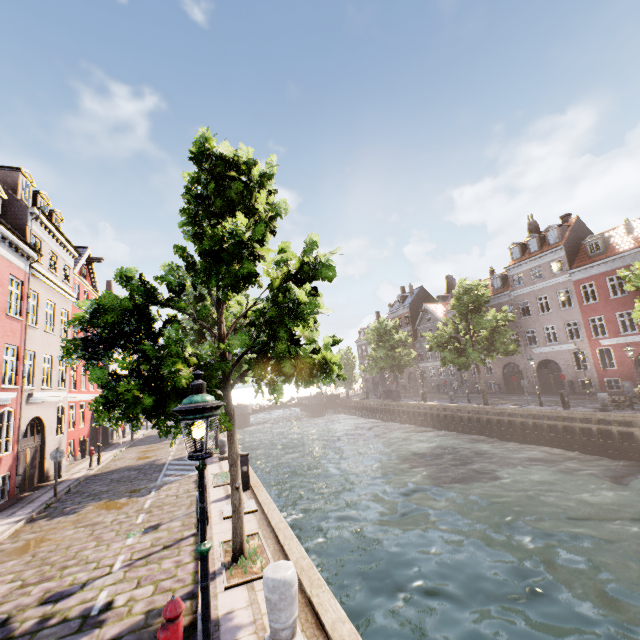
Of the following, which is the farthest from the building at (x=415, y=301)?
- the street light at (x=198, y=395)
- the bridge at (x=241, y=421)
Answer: the street light at (x=198, y=395)

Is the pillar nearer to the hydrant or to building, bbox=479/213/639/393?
the hydrant

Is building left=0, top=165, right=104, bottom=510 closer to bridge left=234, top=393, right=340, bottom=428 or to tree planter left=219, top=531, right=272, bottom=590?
bridge left=234, top=393, right=340, bottom=428

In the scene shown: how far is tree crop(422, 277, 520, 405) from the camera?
26.06m

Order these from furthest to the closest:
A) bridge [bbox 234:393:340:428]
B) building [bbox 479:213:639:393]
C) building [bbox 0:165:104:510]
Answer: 1. bridge [bbox 234:393:340:428]
2. building [bbox 479:213:639:393]
3. building [bbox 0:165:104:510]

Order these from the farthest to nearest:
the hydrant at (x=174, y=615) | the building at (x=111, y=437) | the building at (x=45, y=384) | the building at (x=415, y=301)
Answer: the building at (x=415, y=301), the building at (x=111, y=437), the building at (x=45, y=384), the hydrant at (x=174, y=615)

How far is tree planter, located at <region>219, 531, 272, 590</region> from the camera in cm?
618

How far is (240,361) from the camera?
18.8 meters
